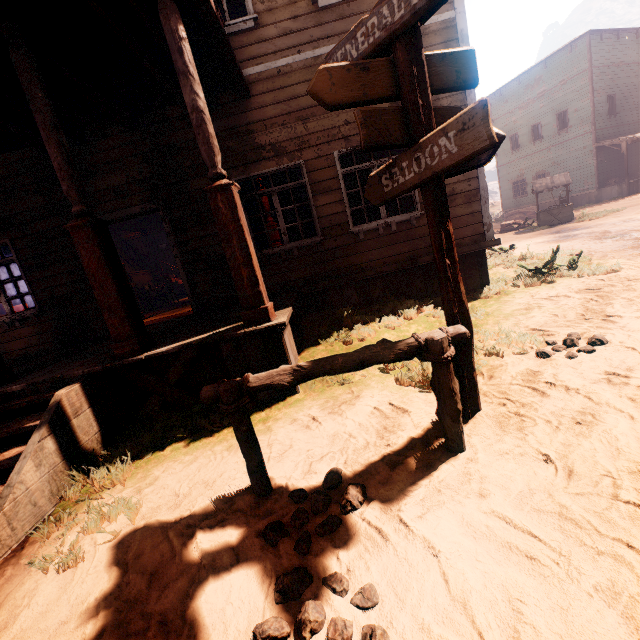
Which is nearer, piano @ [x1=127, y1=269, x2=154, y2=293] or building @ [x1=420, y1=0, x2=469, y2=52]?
building @ [x1=420, y1=0, x2=469, y2=52]

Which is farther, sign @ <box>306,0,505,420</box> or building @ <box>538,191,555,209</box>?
building @ <box>538,191,555,209</box>

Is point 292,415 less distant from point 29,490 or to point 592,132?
point 29,490

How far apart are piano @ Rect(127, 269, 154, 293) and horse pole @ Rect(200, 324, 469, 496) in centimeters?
1440cm

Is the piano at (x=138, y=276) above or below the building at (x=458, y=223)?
above

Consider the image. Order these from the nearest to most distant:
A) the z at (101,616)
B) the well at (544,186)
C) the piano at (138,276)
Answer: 1. the z at (101,616)
2. the piano at (138,276)
3. the well at (544,186)

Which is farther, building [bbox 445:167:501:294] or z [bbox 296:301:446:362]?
building [bbox 445:167:501:294]

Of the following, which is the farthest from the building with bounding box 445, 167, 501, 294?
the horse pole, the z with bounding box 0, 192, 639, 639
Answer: the horse pole
